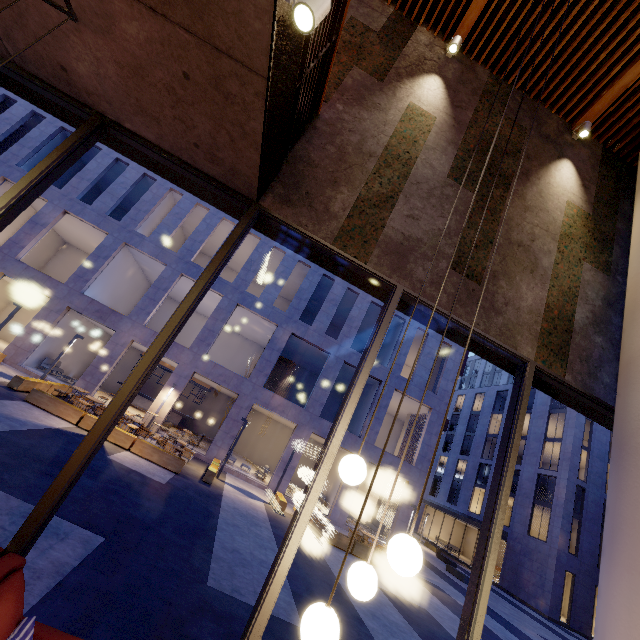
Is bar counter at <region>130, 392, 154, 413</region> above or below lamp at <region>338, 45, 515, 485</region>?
below

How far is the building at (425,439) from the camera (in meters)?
19.50

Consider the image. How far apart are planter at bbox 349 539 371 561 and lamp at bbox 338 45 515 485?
13.5m

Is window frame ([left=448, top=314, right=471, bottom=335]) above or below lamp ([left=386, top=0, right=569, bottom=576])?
above

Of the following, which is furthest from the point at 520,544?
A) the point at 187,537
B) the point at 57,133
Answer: the point at 57,133

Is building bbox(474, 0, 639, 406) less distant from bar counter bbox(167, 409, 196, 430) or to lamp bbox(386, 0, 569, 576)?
lamp bbox(386, 0, 569, 576)

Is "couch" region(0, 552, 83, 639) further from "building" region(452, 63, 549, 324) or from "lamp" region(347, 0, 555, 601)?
"lamp" region(347, 0, 555, 601)

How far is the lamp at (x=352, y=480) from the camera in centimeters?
211cm
